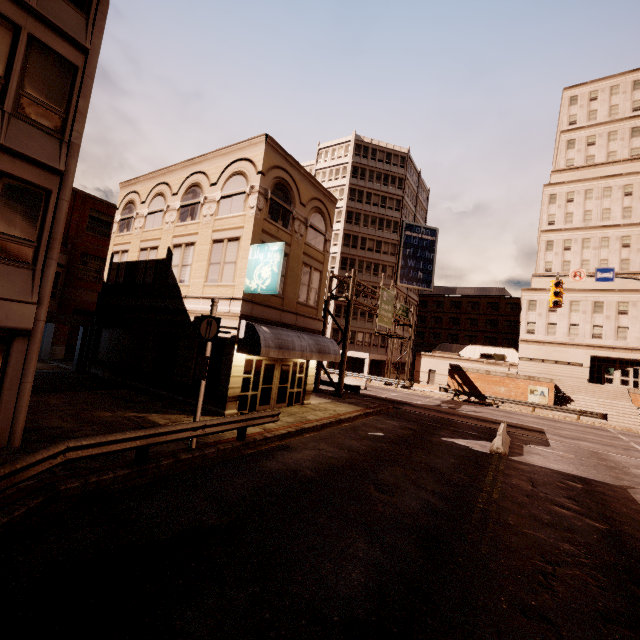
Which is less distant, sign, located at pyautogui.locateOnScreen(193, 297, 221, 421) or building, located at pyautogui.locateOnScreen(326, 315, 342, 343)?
sign, located at pyautogui.locateOnScreen(193, 297, 221, 421)

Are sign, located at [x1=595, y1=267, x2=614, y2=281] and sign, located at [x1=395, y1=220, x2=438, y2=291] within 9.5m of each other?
no

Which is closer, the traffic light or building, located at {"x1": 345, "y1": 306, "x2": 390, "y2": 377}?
the traffic light

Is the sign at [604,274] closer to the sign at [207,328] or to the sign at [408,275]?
the sign at [207,328]

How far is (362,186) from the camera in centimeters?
→ 5128cm

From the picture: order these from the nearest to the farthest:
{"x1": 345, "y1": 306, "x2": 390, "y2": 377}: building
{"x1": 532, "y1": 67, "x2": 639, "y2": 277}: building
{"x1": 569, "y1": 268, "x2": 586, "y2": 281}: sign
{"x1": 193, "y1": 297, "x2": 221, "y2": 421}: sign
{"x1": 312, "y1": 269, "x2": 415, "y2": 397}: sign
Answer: {"x1": 193, "y1": 297, "x2": 221, "y2": 421}: sign, {"x1": 569, "y1": 268, "x2": 586, "y2": 281}: sign, {"x1": 312, "y1": 269, "x2": 415, "y2": 397}: sign, {"x1": 532, "y1": 67, "x2": 639, "y2": 277}: building, {"x1": 345, "y1": 306, "x2": 390, "y2": 377}: building

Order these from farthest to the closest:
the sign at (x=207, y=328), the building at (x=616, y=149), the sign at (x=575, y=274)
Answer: the building at (x=616, y=149), the sign at (x=575, y=274), the sign at (x=207, y=328)

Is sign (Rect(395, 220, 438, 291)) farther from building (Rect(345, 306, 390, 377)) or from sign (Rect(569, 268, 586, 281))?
sign (Rect(569, 268, 586, 281))
